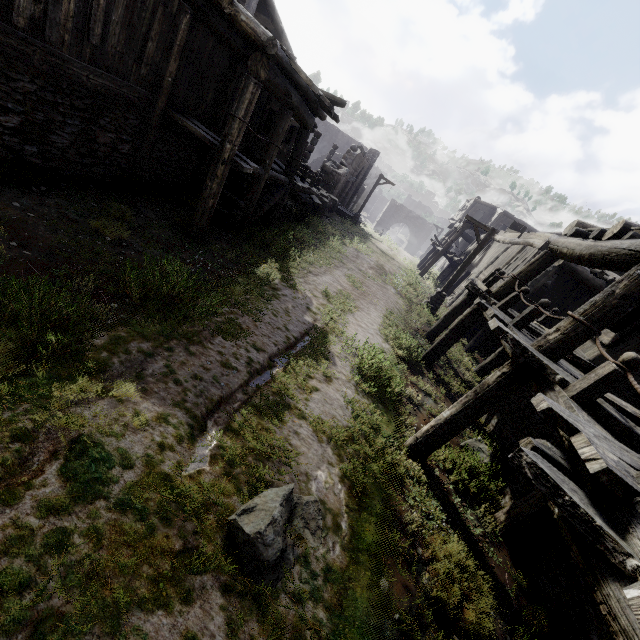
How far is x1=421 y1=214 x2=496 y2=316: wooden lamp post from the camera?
14.7 meters

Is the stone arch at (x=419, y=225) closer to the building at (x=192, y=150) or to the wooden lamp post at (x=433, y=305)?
the building at (x=192, y=150)

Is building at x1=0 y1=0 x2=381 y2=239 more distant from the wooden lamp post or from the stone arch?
the wooden lamp post

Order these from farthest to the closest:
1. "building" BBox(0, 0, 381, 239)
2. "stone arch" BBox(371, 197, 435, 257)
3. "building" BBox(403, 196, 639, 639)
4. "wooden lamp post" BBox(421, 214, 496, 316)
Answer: "stone arch" BBox(371, 197, 435, 257)
"wooden lamp post" BBox(421, 214, 496, 316)
"building" BBox(0, 0, 381, 239)
"building" BBox(403, 196, 639, 639)

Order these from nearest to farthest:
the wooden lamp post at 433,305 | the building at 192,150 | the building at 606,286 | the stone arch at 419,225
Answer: the building at 606,286
the building at 192,150
the wooden lamp post at 433,305
the stone arch at 419,225

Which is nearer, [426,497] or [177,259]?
[426,497]
